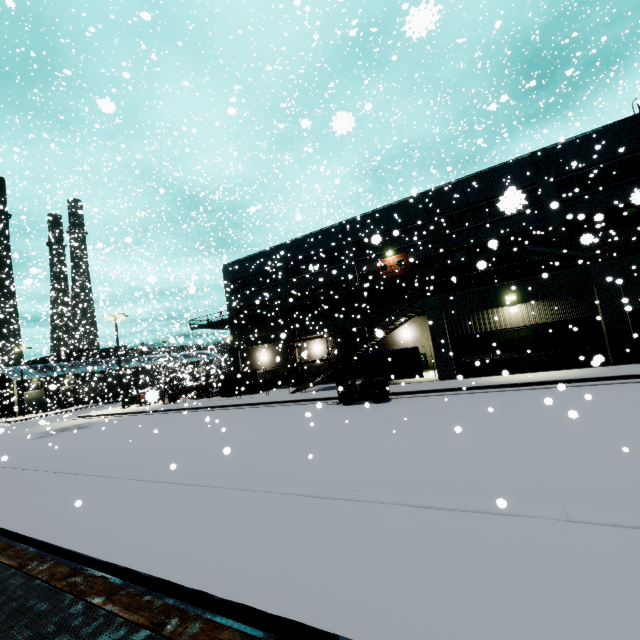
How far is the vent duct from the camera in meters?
28.6

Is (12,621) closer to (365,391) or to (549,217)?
(365,391)

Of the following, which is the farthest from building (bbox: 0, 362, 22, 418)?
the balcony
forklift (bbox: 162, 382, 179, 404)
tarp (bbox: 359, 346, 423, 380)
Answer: forklift (bbox: 162, 382, 179, 404)

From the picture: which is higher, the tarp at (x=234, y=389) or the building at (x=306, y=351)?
the building at (x=306, y=351)

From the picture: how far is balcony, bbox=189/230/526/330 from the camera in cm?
2228

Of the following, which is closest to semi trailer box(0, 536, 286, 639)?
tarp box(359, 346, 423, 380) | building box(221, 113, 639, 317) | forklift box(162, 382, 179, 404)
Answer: building box(221, 113, 639, 317)

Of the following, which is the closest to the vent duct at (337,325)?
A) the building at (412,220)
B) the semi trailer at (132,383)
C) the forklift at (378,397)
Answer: the building at (412,220)

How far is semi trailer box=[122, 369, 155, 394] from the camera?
44.00m
